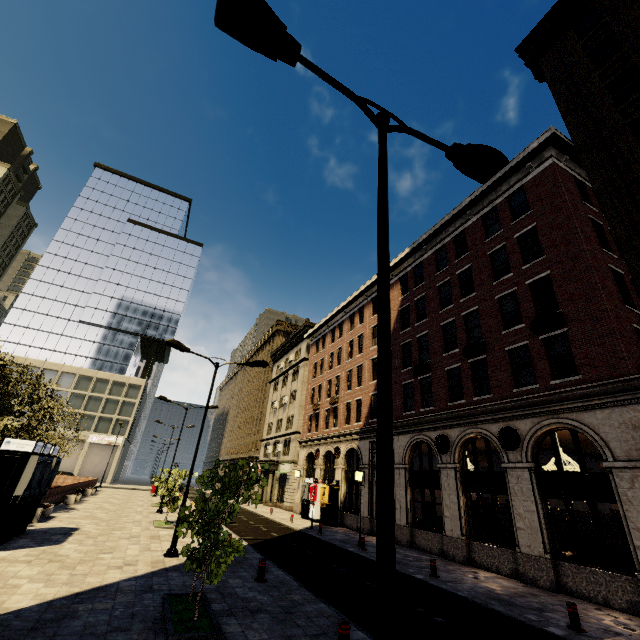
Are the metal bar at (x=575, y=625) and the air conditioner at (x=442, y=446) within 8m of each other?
no

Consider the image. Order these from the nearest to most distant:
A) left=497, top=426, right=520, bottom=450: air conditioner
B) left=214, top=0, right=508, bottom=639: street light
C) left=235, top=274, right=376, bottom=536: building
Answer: left=214, top=0, right=508, bottom=639: street light < left=497, top=426, right=520, bottom=450: air conditioner < left=235, top=274, right=376, bottom=536: building

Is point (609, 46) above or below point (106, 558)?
above

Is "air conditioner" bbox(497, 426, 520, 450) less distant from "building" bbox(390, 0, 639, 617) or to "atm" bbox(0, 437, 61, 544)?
"building" bbox(390, 0, 639, 617)

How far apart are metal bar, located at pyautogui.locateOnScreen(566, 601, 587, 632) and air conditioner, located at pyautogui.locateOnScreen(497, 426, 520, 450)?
5.97m

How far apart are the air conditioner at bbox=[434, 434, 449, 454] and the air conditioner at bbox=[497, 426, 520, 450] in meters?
2.9 m

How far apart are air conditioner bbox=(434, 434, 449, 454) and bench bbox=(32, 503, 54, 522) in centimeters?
2027cm

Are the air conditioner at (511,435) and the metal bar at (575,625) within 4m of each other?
no
